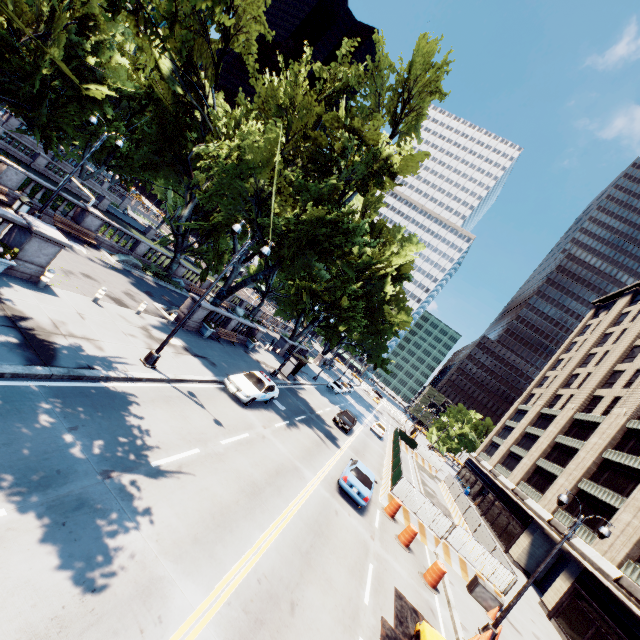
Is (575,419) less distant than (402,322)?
Yes

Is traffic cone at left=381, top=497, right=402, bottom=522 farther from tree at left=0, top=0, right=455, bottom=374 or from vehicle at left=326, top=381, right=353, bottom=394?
vehicle at left=326, top=381, right=353, bottom=394

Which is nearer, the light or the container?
the light

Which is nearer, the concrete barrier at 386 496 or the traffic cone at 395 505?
the traffic cone at 395 505

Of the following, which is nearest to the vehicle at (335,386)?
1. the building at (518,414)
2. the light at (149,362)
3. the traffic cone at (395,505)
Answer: the building at (518,414)

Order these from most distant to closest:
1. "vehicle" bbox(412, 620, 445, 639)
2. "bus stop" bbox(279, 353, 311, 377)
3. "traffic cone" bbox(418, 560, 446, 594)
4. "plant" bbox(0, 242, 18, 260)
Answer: "bus stop" bbox(279, 353, 311, 377)
"traffic cone" bbox(418, 560, 446, 594)
"plant" bbox(0, 242, 18, 260)
"vehicle" bbox(412, 620, 445, 639)

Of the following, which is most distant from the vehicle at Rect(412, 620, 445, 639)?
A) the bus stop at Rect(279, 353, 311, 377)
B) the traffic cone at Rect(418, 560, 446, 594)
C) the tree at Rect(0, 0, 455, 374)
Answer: the bus stop at Rect(279, 353, 311, 377)

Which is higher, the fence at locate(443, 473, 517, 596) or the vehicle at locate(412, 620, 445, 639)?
the fence at locate(443, 473, 517, 596)
